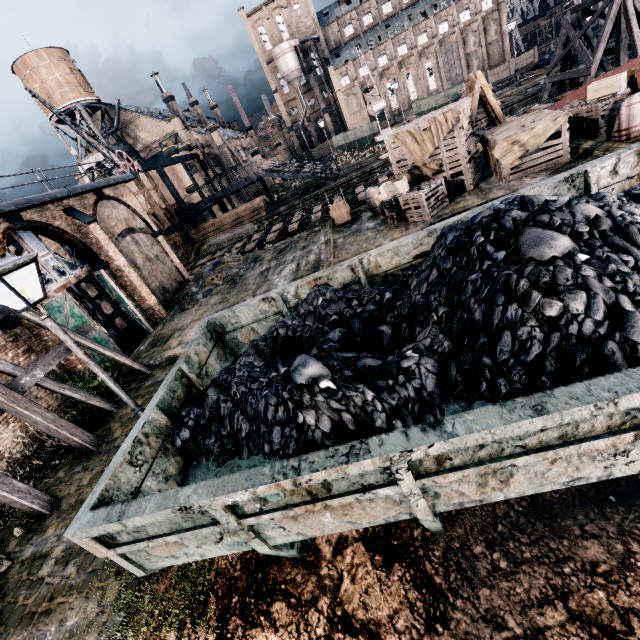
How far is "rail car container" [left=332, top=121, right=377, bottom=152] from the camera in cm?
5600

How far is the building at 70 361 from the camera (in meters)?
13.75

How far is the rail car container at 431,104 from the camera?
37.4m

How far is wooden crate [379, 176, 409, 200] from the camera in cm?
1488

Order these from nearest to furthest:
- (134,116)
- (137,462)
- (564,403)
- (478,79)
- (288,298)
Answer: (564,403)
(137,462)
(288,298)
(478,79)
(134,116)

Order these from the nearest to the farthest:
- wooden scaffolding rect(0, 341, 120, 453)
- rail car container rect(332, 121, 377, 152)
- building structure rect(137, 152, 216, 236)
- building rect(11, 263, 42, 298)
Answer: wooden scaffolding rect(0, 341, 120, 453)
building rect(11, 263, 42, 298)
building structure rect(137, 152, 216, 236)
rail car container rect(332, 121, 377, 152)

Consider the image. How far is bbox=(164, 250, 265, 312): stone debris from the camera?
19.36m

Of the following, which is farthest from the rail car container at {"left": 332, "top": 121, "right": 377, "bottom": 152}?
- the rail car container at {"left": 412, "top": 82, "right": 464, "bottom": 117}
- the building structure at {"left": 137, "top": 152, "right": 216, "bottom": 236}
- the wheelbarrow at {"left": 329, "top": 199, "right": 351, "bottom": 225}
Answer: the wheelbarrow at {"left": 329, "top": 199, "right": 351, "bottom": 225}
